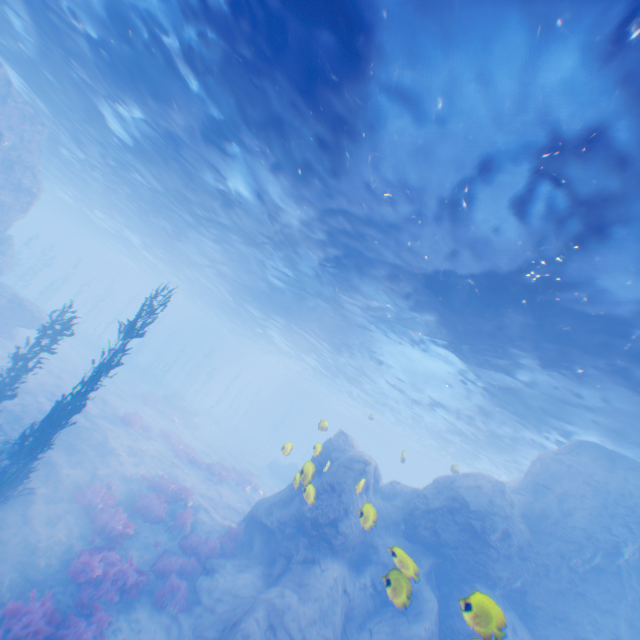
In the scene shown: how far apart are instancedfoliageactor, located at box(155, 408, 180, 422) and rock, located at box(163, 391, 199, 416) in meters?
4.0

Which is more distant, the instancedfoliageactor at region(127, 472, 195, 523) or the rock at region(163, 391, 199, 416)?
the rock at region(163, 391, 199, 416)

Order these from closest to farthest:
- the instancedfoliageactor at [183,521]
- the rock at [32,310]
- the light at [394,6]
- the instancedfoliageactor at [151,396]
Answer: the light at [394,6]
the instancedfoliageactor at [183,521]
the rock at [32,310]
the instancedfoliageactor at [151,396]

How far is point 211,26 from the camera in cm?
786

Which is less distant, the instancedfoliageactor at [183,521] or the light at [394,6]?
the light at [394,6]

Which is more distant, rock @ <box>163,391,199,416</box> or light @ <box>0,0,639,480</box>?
rock @ <box>163,391,199,416</box>

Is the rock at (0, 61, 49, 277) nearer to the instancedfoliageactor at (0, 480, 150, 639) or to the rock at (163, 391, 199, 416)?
the instancedfoliageactor at (0, 480, 150, 639)

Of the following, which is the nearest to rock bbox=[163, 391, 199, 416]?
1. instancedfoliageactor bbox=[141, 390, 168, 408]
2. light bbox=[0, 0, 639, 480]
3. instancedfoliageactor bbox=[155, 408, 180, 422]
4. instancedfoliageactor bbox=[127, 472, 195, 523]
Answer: instancedfoliageactor bbox=[141, 390, 168, 408]
